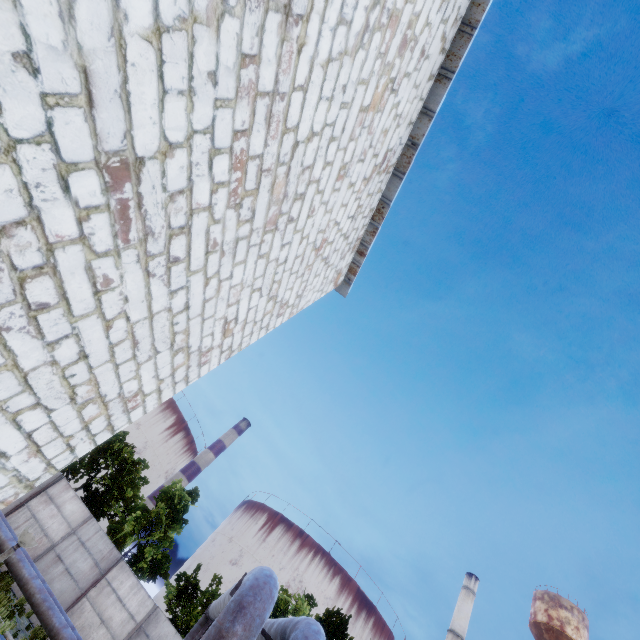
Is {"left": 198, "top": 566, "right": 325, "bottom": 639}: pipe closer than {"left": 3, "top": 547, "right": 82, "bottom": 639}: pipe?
Yes

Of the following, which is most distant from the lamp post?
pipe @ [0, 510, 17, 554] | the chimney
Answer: the chimney

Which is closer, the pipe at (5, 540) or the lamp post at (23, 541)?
the lamp post at (23, 541)

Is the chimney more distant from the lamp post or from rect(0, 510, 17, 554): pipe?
the lamp post

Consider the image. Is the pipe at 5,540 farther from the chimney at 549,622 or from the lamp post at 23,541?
the chimney at 549,622

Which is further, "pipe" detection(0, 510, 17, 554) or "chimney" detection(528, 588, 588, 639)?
"chimney" detection(528, 588, 588, 639)

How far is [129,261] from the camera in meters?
3.2 m
